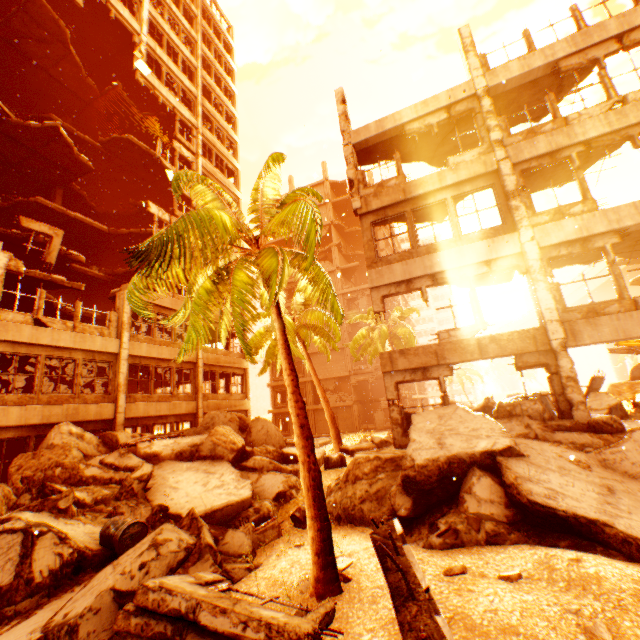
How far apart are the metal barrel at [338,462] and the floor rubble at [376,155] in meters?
12.2 m

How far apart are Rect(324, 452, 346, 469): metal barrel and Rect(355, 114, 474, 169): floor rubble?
12.2 meters

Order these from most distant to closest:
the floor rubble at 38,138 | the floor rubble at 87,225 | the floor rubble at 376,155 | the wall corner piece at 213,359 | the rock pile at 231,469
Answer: the wall corner piece at 213,359 < the floor rubble at 38,138 < the floor rubble at 87,225 < the floor rubble at 376,155 < the rock pile at 231,469

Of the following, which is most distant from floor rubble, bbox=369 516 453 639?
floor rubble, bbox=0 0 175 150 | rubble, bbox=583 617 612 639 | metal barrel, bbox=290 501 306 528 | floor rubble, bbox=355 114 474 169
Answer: Answer: floor rubble, bbox=355 114 474 169

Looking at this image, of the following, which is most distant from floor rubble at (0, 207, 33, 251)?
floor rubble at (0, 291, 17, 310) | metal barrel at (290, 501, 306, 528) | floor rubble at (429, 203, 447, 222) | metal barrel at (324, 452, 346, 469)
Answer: metal barrel at (290, 501, 306, 528)

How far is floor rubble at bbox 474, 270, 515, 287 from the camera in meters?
12.2 m

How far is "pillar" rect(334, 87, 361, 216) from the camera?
12.4 meters

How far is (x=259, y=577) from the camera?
5.9m
